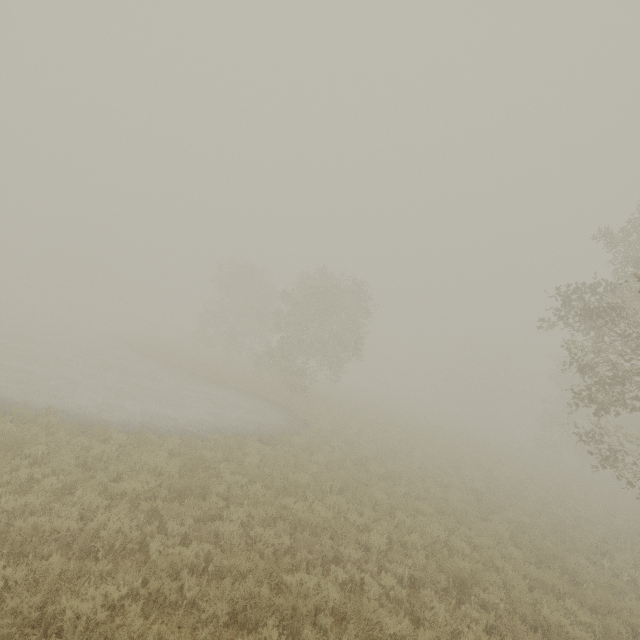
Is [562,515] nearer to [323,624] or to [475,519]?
[475,519]
